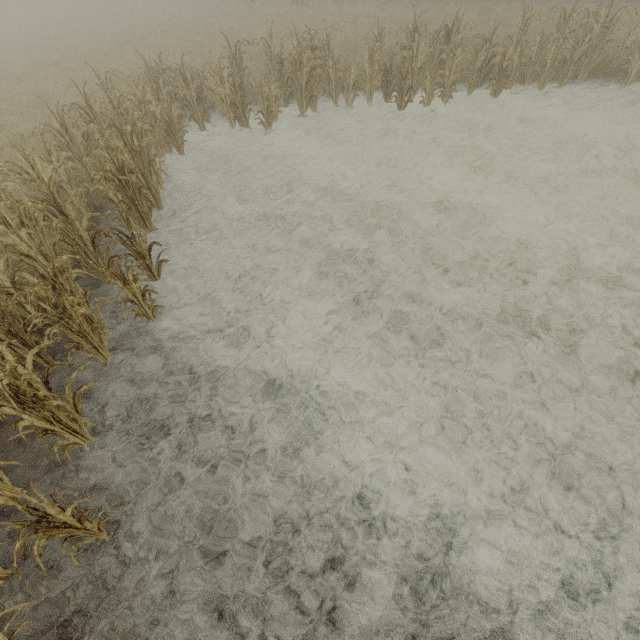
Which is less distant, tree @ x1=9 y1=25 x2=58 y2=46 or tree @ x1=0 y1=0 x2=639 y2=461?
tree @ x1=0 y1=0 x2=639 y2=461

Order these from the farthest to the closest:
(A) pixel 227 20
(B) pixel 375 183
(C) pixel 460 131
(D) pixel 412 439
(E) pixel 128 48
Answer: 1. (A) pixel 227 20
2. (E) pixel 128 48
3. (C) pixel 460 131
4. (B) pixel 375 183
5. (D) pixel 412 439

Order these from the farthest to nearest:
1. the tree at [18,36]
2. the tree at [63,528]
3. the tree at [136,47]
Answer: the tree at [18,36], the tree at [136,47], the tree at [63,528]

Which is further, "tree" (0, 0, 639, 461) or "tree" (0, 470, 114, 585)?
"tree" (0, 0, 639, 461)

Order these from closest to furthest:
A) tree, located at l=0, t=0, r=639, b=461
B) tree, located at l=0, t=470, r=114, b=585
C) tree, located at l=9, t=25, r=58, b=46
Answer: tree, located at l=0, t=470, r=114, b=585
tree, located at l=0, t=0, r=639, b=461
tree, located at l=9, t=25, r=58, b=46

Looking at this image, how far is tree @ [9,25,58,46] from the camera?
23.3m

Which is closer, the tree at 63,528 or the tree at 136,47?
the tree at 63,528
